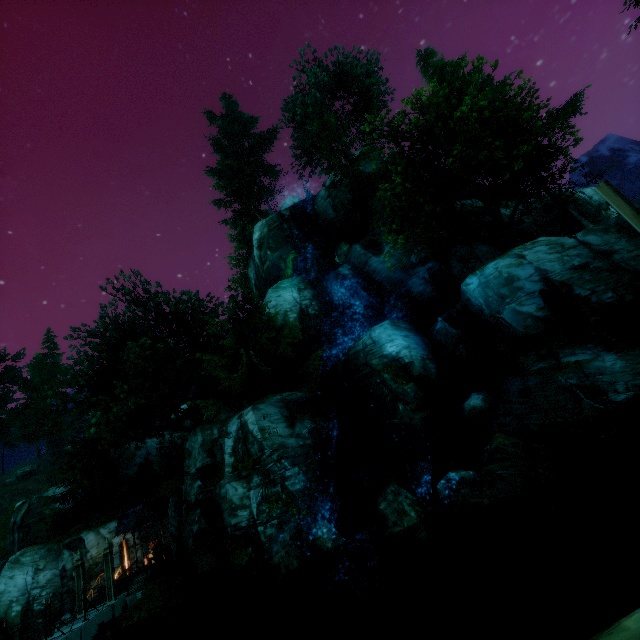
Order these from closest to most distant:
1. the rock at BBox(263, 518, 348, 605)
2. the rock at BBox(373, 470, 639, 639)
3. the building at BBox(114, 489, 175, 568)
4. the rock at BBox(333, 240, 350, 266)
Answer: the rock at BBox(373, 470, 639, 639) → the rock at BBox(263, 518, 348, 605) → the building at BBox(114, 489, 175, 568) → the rock at BBox(333, 240, 350, 266)

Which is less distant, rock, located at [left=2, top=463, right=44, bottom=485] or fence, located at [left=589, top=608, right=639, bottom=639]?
fence, located at [left=589, top=608, right=639, bottom=639]

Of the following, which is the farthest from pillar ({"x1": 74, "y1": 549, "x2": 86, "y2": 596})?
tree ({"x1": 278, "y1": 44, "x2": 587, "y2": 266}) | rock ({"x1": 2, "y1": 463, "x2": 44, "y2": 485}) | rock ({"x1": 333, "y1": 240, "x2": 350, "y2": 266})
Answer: rock ({"x1": 2, "y1": 463, "x2": 44, "y2": 485})

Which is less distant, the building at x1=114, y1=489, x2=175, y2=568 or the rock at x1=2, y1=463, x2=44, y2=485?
the building at x1=114, y1=489, x2=175, y2=568

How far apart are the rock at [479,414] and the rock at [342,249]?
15.1m

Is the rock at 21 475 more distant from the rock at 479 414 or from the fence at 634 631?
the rock at 479 414

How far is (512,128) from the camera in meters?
18.4

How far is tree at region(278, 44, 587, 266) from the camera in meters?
17.8 m
